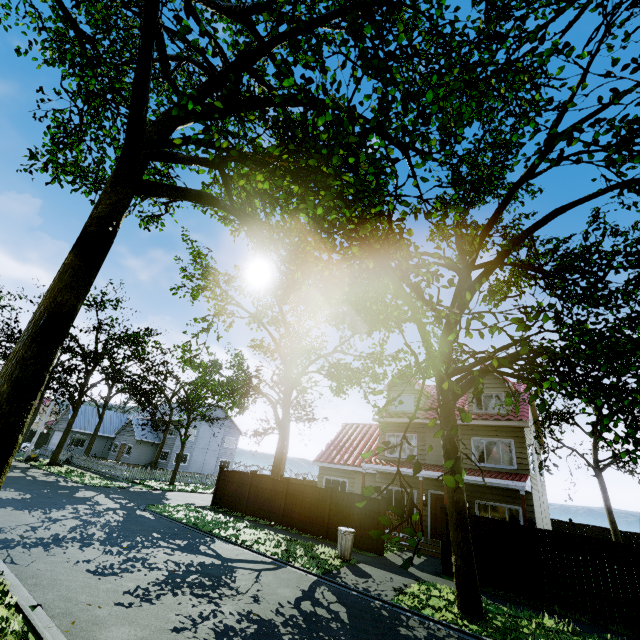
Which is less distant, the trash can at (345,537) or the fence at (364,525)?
the trash can at (345,537)

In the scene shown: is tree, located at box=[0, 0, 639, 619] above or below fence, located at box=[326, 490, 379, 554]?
above

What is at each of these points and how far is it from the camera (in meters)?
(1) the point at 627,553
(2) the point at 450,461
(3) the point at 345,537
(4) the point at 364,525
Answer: (1) fence, 9.36
(2) tree, 3.66
(3) trash can, 11.76
(4) fence, 13.95

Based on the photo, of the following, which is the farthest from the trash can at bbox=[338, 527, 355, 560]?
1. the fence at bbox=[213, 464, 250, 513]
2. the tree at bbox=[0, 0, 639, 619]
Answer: the tree at bbox=[0, 0, 639, 619]

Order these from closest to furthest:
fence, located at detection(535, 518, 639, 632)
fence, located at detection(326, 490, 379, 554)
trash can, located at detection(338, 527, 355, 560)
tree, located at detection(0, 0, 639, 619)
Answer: tree, located at detection(0, 0, 639, 619) → fence, located at detection(535, 518, 639, 632) → trash can, located at detection(338, 527, 355, 560) → fence, located at detection(326, 490, 379, 554)

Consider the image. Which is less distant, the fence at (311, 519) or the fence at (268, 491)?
the fence at (311, 519)

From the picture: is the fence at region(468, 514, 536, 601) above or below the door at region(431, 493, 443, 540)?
below

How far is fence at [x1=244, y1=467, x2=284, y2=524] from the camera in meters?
16.9
